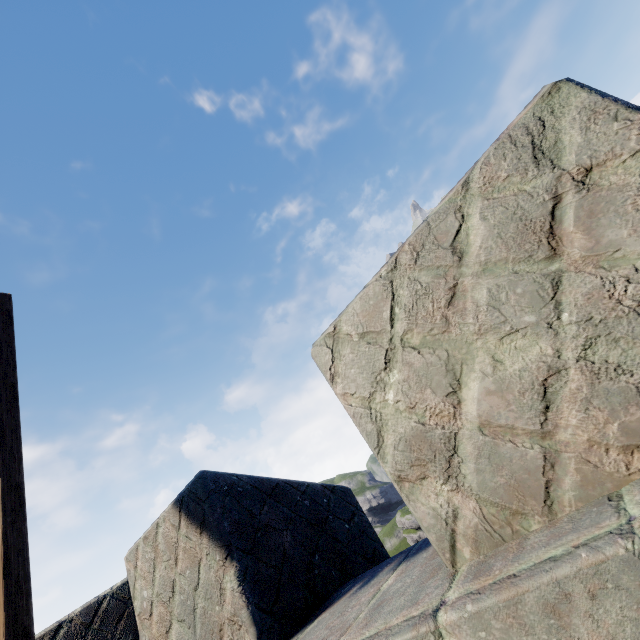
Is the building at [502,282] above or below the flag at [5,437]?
below

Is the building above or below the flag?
below

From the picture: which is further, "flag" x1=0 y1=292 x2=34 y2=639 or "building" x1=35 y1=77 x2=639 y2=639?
"flag" x1=0 y1=292 x2=34 y2=639

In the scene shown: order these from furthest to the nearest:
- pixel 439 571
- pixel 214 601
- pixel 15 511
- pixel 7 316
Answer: pixel 7 316, pixel 15 511, pixel 214 601, pixel 439 571

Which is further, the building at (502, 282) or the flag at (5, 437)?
the flag at (5, 437)
